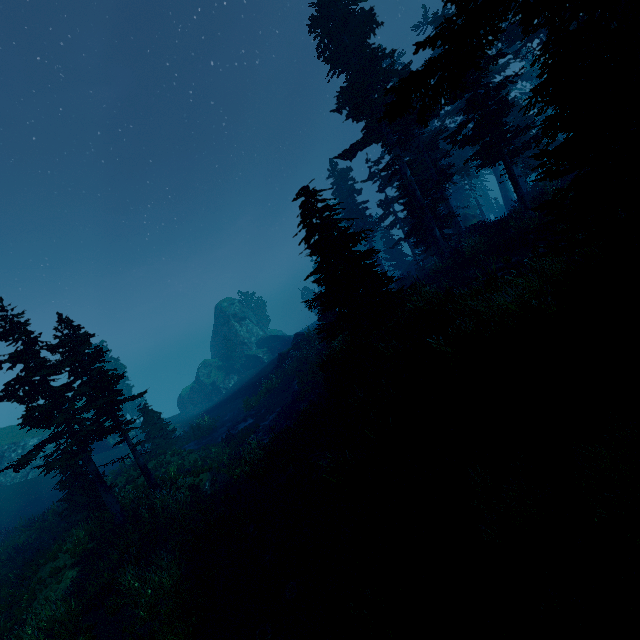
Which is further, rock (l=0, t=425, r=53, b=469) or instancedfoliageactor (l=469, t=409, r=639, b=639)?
rock (l=0, t=425, r=53, b=469)

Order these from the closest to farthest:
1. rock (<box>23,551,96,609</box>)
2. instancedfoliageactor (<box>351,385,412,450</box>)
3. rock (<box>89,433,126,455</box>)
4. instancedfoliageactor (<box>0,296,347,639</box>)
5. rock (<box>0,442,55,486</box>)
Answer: instancedfoliageactor (<box>0,296,347,639</box>) < instancedfoliageactor (<box>351,385,412,450</box>) < rock (<box>23,551,96,609</box>) < rock (<box>0,442,55,486</box>) < rock (<box>89,433,126,455</box>)

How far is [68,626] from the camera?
9.39m

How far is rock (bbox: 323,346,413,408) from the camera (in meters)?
12.62

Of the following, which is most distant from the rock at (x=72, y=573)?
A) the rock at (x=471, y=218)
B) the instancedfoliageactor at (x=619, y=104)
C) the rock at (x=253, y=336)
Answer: the rock at (x=471, y=218)

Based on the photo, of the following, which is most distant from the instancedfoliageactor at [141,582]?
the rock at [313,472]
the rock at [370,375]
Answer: the rock at [313,472]

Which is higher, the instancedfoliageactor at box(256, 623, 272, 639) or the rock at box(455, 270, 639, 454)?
the rock at box(455, 270, 639, 454)
